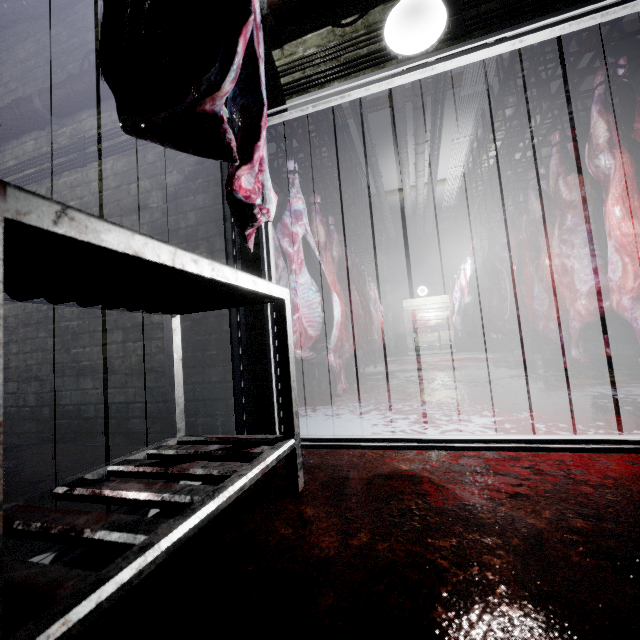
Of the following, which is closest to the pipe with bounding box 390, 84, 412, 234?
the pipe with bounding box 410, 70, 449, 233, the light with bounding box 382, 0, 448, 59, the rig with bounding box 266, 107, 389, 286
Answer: the pipe with bounding box 410, 70, 449, 233

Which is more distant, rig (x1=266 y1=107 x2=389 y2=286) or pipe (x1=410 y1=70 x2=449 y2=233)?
pipe (x1=410 y1=70 x2=449 y2=233)

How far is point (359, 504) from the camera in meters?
1.1

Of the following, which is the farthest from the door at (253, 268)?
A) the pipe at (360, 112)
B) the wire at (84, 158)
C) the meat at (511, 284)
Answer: the meat at (511, 284)

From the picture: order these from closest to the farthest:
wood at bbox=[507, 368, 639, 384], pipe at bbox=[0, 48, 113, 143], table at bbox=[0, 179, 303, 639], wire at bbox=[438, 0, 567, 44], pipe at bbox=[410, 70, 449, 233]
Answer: table at bbox=[0, 179, 303, 639], wire at bbox=[438, 0, 567, 44], pipe at bbox=[0, 48, 113, 143], wood at bbox=[507, 368, 639, 384], pipe at bbox=[410, 70, 449, 233]

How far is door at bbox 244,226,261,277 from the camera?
1.9m

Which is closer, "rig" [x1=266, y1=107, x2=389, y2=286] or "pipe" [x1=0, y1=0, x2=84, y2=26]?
"pipe" [x1=0, y1=0, x2=84, y2=26]

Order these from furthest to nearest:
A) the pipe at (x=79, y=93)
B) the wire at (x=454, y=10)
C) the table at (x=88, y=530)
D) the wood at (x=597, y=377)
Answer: the wood at (x=597, y=377) → the pipe at (x=79, y=93) → the wire at (x=454, y=10) → the table at (x=88, y=530)
